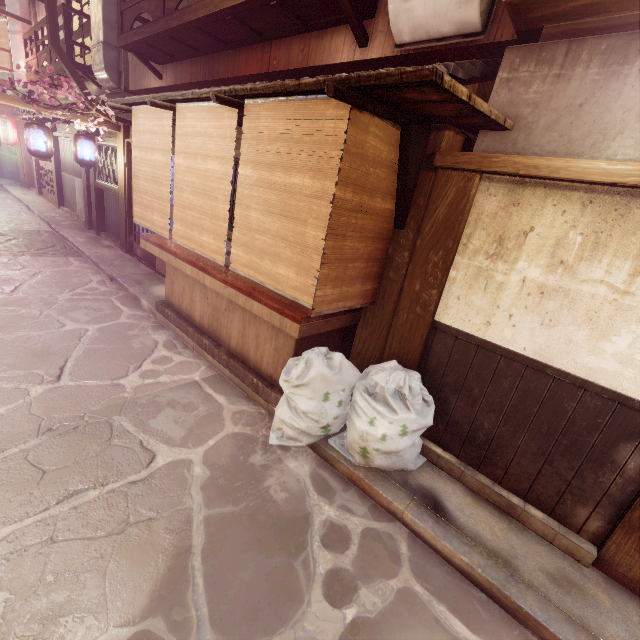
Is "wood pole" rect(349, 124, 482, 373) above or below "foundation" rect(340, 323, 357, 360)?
above

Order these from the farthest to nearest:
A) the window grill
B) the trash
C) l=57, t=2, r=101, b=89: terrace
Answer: l=57, t=2, r=101, b=89: terrace, the window grill, the trash

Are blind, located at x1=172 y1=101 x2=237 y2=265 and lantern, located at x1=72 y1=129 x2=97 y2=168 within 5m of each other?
no

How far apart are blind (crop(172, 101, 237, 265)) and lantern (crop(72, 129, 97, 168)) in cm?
954

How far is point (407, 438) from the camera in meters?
5.3 m

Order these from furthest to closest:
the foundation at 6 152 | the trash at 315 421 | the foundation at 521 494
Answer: the foundation at 6 152, the trash at 315 421, the foundation at 521 494

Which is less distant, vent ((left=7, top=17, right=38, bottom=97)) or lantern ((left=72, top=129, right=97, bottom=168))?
lantern ((left=72, top=129, right=97, bottom=168))

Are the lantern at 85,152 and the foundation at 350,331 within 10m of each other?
no
